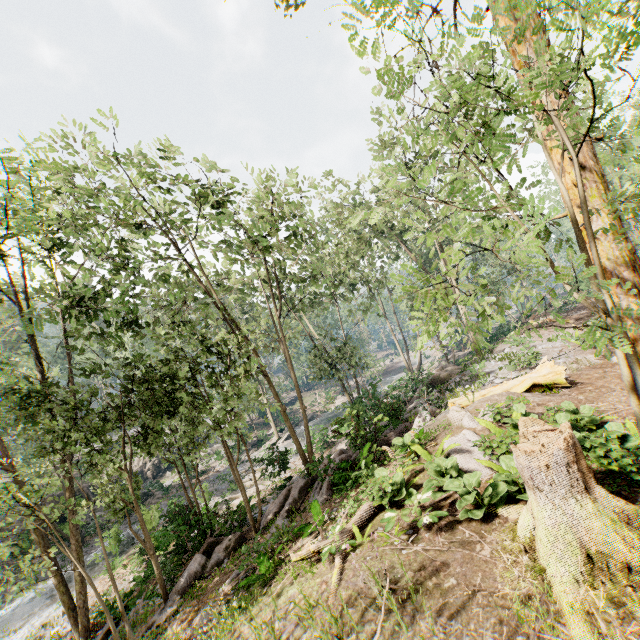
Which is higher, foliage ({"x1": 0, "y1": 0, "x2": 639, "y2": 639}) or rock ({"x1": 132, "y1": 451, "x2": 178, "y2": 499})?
foliage ({"x1": 0, "y1": 0, "x2": 639, "y2": 639})

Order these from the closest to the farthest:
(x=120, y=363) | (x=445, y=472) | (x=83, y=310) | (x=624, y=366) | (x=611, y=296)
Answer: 1. (x=624, y=366)
2. (x=611, y=296)
3. (x=445, y=472)
4. (x=83, y=310)
5. (x=120, y=363)

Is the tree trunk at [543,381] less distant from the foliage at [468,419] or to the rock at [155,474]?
the foliage at [468,419]

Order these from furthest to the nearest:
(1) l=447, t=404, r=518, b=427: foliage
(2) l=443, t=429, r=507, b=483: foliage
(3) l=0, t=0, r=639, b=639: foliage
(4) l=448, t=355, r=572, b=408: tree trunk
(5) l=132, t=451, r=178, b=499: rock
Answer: (5) l=132, t=451, r=178, b=499: rock < (4) l=448, t=355, r=572, b=408: tree trunk < (1) l=447, t=404, r=518, b=427: foliage < (2) l=443, t=429, r=507, b=483: foliage < (3) l=0, t=0, r=639, b=639: foliage

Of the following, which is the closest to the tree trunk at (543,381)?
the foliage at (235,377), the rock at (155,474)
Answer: the foliage at (235,377)

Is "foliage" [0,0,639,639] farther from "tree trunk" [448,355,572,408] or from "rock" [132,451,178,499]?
"tree trunk" [448,355,572,408]
